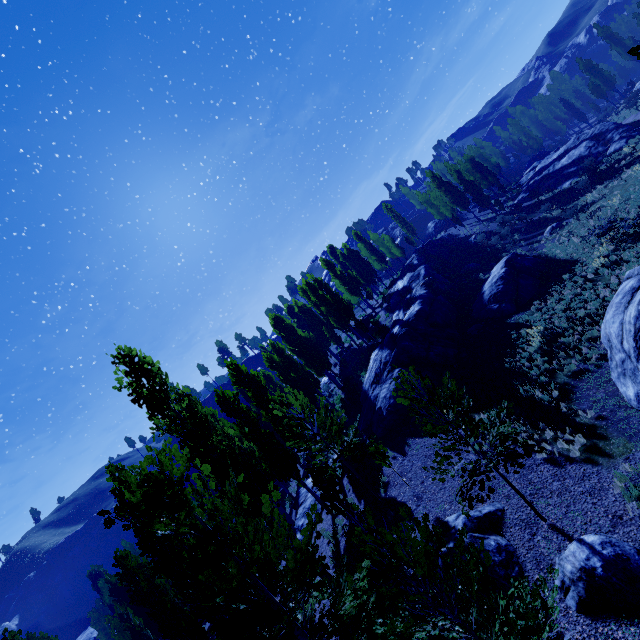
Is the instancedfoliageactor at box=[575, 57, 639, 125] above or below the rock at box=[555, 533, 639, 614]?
above

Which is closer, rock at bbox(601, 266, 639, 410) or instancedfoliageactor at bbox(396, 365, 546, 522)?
instancedfoliageactor at bbox(396, 365, 546, 522)

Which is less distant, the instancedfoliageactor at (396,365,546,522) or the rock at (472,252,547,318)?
the instancedfoliageactor at (396,365,546,522)

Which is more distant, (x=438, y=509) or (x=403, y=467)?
(x=403, y=467)

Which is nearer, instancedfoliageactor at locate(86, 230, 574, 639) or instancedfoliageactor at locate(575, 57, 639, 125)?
instancedfoliageactor at locate(86, 230, 574, 639)

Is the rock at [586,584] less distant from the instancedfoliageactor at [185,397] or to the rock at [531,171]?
the instancedfoliageactor at [185,397]

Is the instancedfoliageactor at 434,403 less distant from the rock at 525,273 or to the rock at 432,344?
the rock at 432,344

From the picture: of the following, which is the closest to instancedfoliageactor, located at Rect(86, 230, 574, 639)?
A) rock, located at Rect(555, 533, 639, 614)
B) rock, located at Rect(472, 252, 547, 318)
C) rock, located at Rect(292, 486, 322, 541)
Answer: rock, located at Rect(555, 533, 639, 614)
